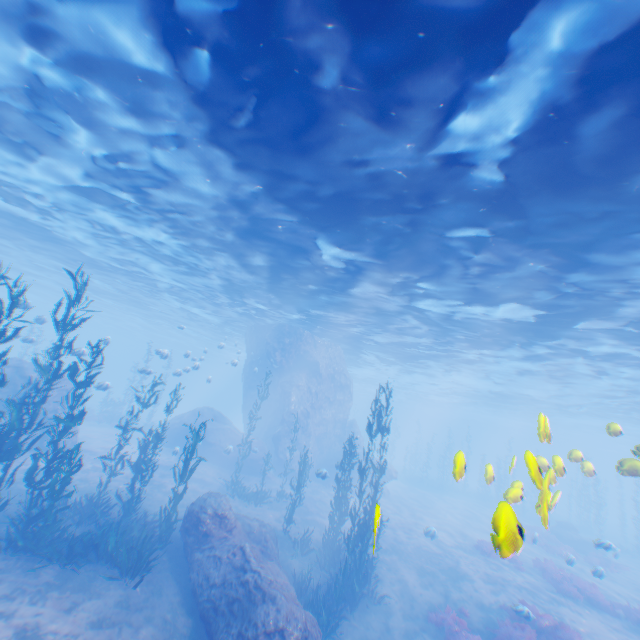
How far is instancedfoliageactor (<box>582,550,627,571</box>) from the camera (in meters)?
22.44

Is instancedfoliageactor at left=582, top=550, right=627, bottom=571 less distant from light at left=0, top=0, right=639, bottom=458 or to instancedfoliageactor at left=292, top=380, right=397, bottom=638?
light at left=0, top=0, right=639, bottom=458

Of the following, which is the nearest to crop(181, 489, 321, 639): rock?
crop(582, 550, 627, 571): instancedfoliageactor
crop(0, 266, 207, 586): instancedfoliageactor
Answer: crop(0, 266, 207, 586): instancedfoliageactor

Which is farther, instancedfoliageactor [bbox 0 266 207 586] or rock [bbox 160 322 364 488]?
rock [bbox 160 322 364 488]

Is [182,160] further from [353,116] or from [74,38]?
[353,116]

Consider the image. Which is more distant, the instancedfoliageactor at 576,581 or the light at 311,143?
the instancedfoliageactor at 576,581

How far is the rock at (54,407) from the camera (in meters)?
18.48

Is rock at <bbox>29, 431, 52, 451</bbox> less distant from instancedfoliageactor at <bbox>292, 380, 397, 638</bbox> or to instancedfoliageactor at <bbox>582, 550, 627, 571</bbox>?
instancedfoliageactor at <bbox>292, 380, 397, 638</bbox>
